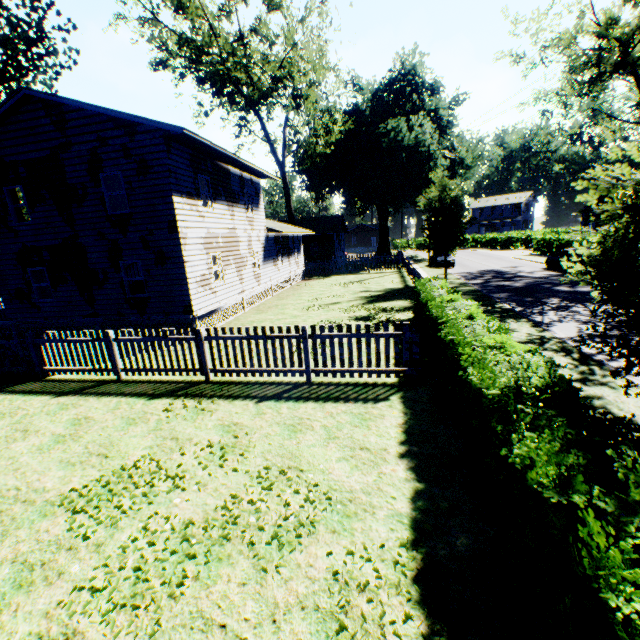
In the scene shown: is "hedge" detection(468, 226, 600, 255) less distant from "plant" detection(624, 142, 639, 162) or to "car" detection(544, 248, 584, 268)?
"car" detection(544, 248, 584, 268)

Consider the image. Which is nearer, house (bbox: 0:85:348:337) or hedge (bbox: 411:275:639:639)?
hedge (bbox: 411:275:639:639)

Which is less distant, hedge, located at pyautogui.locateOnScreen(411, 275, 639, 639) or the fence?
hedge, located at pyautogui.locateOnScreen(411, 275, 639, 639)

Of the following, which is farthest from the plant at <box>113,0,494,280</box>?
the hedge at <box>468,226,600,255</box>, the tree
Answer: the tree

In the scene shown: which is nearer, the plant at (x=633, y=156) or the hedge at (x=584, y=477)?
the hedge at (x=584, y=477)

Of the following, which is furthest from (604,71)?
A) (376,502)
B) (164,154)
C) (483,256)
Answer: (376,502)

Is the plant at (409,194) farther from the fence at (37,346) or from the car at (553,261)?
the car at (553,261)

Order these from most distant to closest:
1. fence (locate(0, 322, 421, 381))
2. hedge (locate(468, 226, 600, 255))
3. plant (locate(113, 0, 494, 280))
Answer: hedge (locate(468, 226, 600, 255)) → plant (locate(113, 0, 494, 280)) → fence (locate(0, 322, 421, 381))
